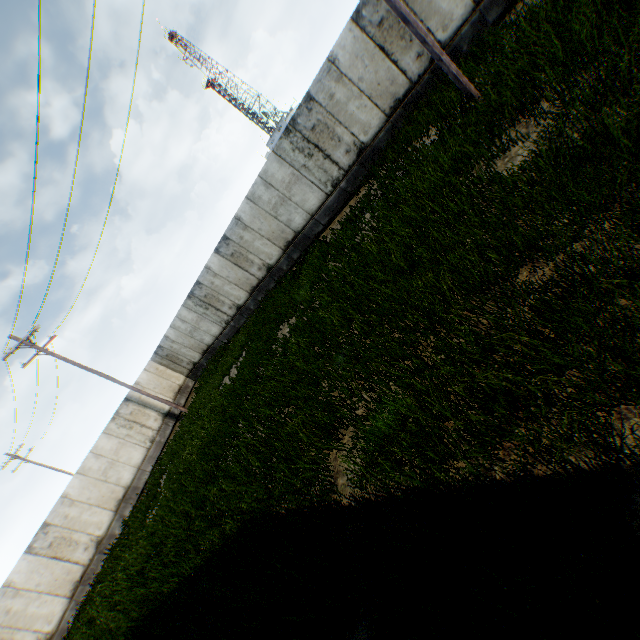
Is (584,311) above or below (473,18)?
below
